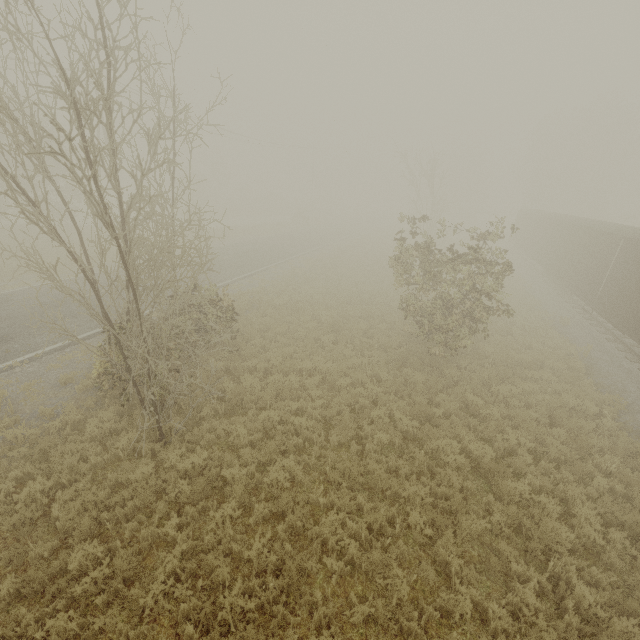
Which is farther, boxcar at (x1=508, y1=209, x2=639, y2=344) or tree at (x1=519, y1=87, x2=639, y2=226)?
tree at (x1=519, y1=87, x2=639, y2=226)

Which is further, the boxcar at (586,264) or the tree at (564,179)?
the tree at (564,179)

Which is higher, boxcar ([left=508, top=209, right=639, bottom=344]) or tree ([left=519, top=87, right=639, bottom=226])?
tree ([left=519, top=87, right=639, bottom=226])

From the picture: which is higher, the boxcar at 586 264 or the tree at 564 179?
the tree at 564 179

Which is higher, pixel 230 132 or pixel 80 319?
pixel 230 132
